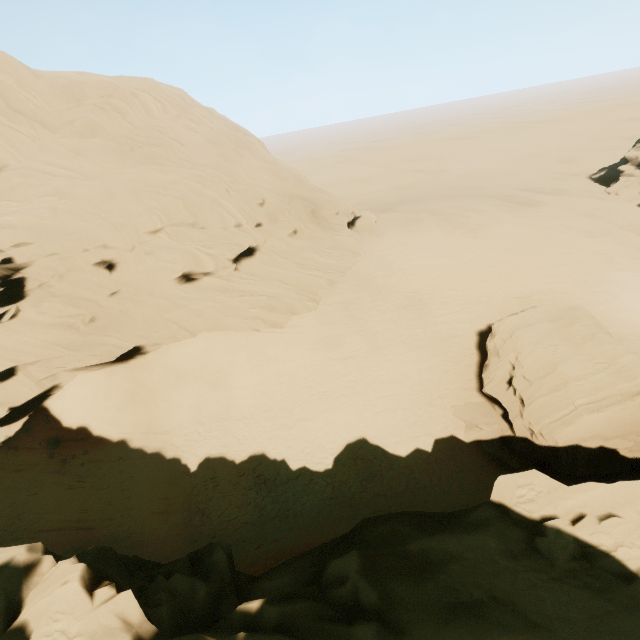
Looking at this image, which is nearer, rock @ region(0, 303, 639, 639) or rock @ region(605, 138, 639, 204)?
rock @ region(0, 303, 639, 639)

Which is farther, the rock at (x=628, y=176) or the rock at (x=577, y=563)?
the rock at (x=628, y=176)

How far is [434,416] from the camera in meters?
21.1

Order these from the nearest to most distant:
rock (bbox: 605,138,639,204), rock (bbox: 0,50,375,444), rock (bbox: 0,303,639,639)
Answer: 1. rock (bbox: 0,303,639,639)
2. rock (bbox: 0,50,375,444)
3. rock (bbox: 605,138,639,204)

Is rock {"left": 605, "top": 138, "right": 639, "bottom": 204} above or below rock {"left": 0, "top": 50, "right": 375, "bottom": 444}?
below
